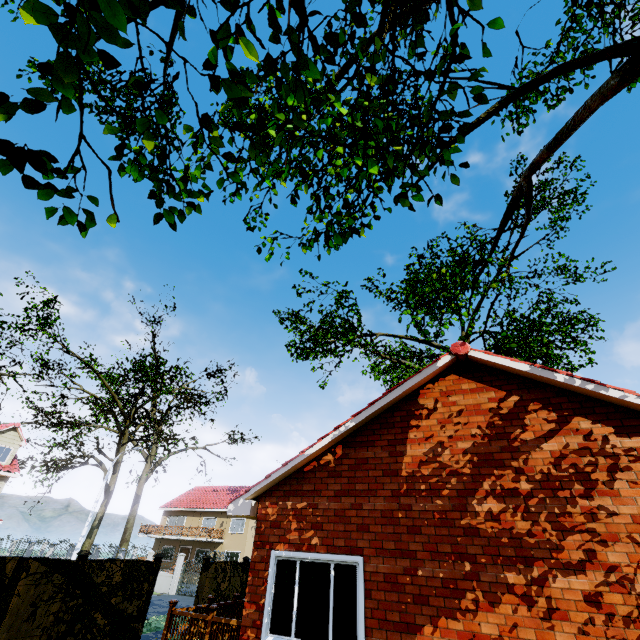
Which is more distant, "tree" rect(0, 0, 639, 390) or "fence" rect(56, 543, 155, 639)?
"fence" rect(56, 543, 155, 639)

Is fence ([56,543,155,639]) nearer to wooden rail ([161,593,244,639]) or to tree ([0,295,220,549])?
tree ([0,295,220,549])

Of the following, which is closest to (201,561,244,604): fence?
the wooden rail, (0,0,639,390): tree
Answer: (0,0,639,390): tree

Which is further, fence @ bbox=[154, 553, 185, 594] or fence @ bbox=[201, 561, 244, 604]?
fence @ bbox=[154, 553, 185, 594]

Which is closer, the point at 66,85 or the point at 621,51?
the point at 66,85

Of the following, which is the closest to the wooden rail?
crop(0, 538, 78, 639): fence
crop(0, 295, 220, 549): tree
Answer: crop(0, 538, 78, 639): fence

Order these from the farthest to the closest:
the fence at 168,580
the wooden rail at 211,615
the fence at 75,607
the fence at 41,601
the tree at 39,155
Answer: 1. the fence at 168,580
2. the fence at 75,607
3. the fence at 41,601
4. the wooden rail at 211,615
5. the tree at 39,155

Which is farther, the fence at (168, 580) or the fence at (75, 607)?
the fence at (168, 580)
